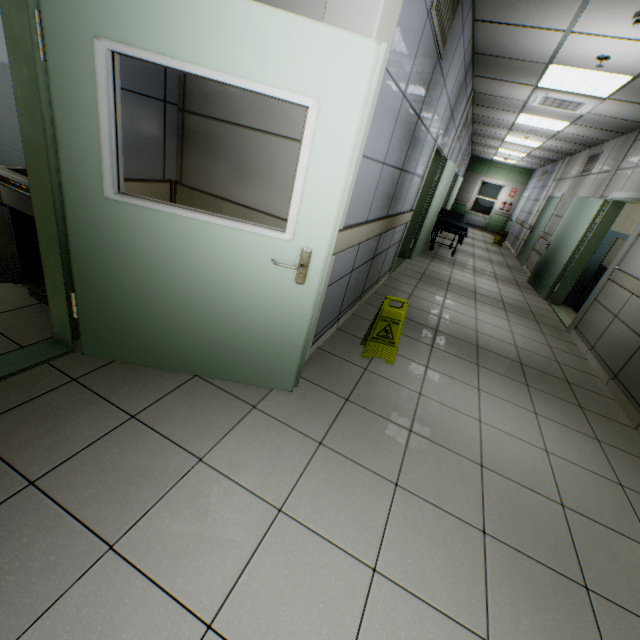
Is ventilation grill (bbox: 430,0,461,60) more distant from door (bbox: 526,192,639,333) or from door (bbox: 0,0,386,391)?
door (bbox: 526,192,639,333)

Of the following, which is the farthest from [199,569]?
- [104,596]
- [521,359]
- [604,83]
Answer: [604,83]

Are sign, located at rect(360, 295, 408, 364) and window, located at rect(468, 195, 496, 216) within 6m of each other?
no

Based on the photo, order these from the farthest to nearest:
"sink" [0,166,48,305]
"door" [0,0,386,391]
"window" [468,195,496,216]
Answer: "window" [468,195,496,216] → "sink" [0,166,48,305] → "door" [0,0,386,391]

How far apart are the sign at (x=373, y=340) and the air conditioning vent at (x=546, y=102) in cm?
500

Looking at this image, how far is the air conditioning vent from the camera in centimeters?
494cm

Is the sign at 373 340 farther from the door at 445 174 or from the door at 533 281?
the door at 533 281

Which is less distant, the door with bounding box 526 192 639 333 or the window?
the door with bounding box 526 192 639 333
